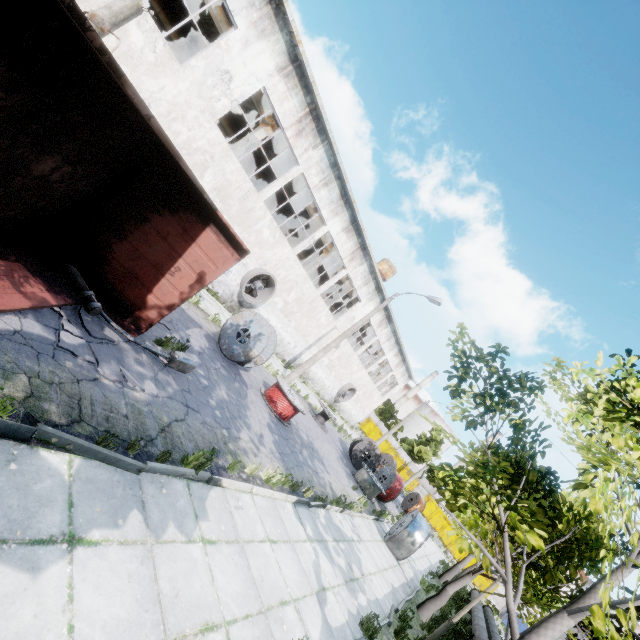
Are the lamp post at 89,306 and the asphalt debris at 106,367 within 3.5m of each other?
yes

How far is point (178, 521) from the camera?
4.48m

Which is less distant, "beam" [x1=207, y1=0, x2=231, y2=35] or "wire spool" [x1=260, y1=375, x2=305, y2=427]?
"wire spool" [x1=260, y1=375, x2=305, y2=427]

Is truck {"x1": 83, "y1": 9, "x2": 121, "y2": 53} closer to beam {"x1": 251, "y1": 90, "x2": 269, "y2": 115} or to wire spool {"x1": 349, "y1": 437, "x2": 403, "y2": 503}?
beam {"x1": 251, "y1": 90, "x2": 269, "y2": 115}

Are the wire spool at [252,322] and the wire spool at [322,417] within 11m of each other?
yes

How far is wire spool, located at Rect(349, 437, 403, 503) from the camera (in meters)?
18.20

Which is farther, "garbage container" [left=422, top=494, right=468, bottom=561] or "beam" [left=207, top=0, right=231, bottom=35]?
"garbage container" [left=422, top=494, right=468, bottom=561]

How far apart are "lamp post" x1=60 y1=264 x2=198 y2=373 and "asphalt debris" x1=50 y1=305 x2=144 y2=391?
0.0 meters
